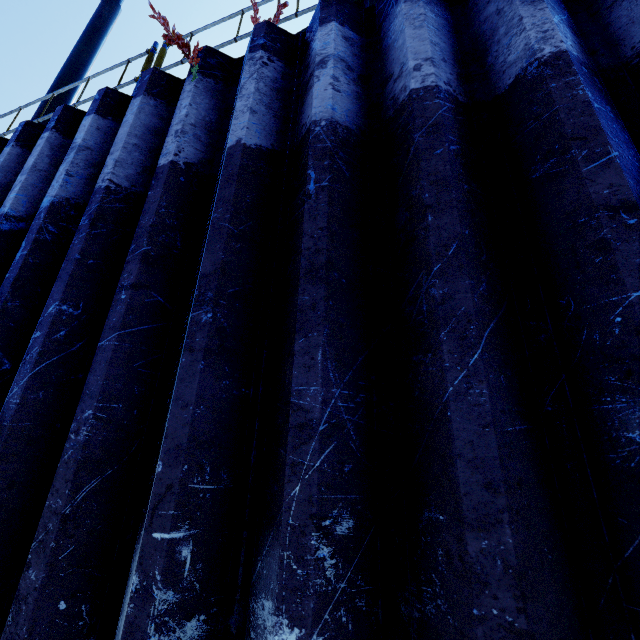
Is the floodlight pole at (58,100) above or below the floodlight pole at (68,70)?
below

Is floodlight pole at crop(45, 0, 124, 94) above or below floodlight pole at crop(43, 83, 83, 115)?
above

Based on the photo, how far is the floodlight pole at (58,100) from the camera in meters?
5.2 m

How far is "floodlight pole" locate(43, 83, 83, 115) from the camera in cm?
521

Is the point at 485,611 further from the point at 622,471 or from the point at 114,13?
the point at 114,13
